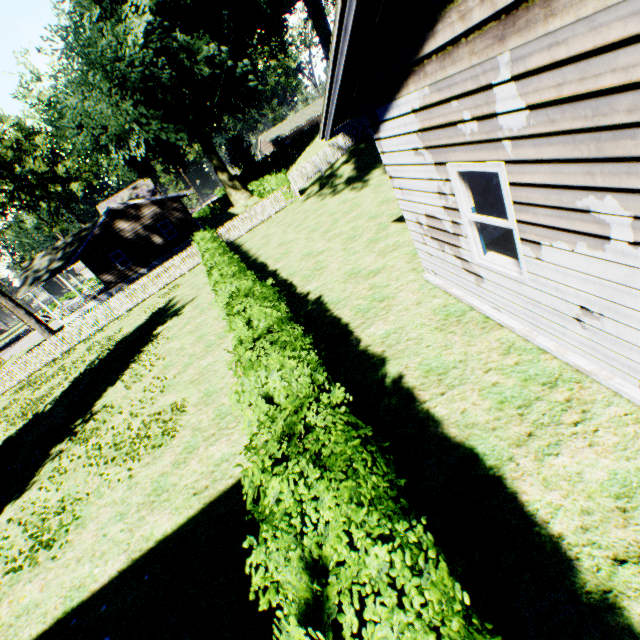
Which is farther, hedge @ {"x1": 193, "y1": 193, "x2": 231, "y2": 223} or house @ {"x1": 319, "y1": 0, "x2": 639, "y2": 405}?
hedge @ {"x1": 193, "y1": 193, "x2": 231, "y2": 223}

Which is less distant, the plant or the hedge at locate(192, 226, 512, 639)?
the hedge at locate(192, 226, 512, 639)

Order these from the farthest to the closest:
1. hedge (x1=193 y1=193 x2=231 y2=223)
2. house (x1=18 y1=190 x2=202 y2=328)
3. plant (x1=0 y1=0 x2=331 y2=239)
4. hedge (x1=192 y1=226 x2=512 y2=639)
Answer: hedge (x1=193 y1=193 x2=231 y2=223), house (x1=18 y1=190 x2=202 y2=328), plant (x1=0 y1=0 x2=331 y2=239), hedge (x1=192 y1=226 x2=512 y2=639)

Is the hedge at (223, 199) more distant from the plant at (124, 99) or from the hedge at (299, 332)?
the hedge at (299, 332)

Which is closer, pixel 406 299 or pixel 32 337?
pixel 406 299

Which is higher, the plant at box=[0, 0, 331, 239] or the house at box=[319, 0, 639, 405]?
the plant at box=[0, 0, 331, 239]

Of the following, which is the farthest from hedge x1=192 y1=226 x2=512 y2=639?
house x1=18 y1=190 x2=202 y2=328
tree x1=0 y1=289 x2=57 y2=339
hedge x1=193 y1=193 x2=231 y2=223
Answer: tree x1=0 y1=289 x2=57 y2=339

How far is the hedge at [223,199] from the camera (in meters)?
52.53
